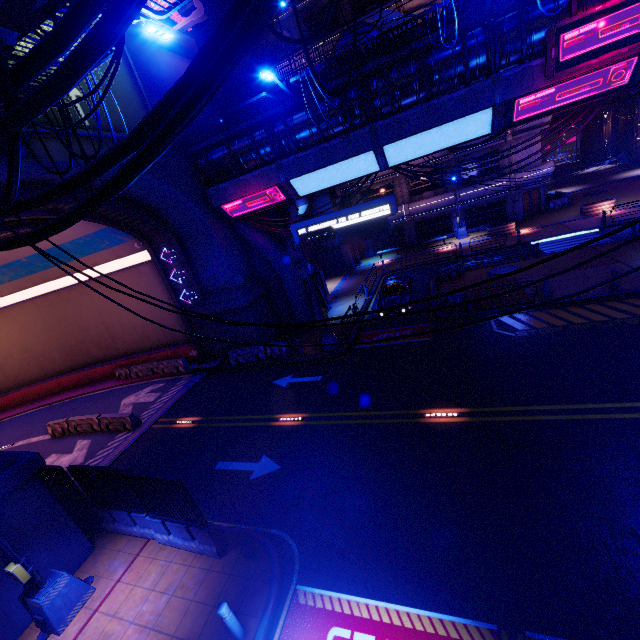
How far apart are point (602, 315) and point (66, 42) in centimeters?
1873cm

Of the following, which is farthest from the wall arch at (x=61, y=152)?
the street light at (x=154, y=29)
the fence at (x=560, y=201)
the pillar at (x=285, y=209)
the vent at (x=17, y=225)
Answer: the fence at (x=560, y=201)

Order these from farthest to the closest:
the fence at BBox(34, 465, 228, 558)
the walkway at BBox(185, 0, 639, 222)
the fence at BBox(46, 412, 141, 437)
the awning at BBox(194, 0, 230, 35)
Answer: the awning at BBox(194, 0, 230, 35) < the fence at BBox(46, 412, 141, 437) < the walkway at BBox(185, 0, 639, 222) < the fence at BBox(34, 465, 228, 558)

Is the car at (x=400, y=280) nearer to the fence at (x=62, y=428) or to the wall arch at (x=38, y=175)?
the wall arch at (x=38, y=175)

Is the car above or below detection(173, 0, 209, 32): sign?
below

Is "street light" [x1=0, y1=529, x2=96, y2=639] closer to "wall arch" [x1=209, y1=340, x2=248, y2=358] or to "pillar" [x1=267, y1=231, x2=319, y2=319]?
"wall arch" [x1=209, y1=340, x2=248, y2=358]

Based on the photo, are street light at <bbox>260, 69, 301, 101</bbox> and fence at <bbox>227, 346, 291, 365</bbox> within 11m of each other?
no

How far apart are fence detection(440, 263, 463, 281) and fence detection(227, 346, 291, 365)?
13.4 meters
